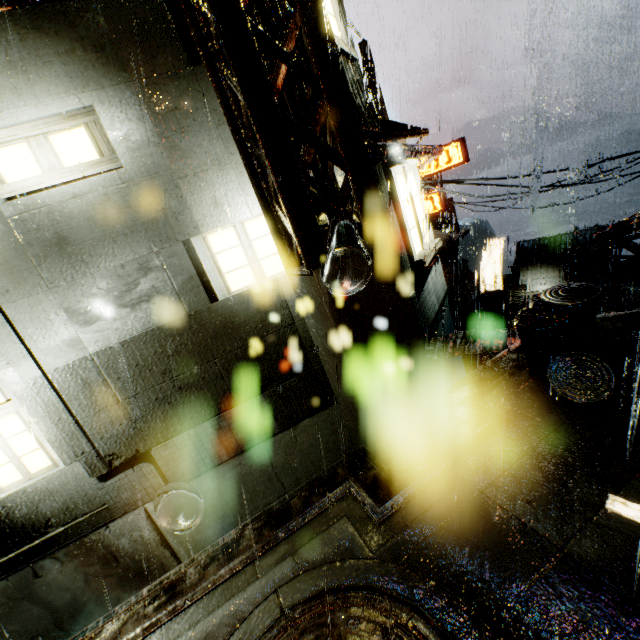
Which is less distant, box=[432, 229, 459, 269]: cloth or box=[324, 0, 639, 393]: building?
box=[324, 0, 639, 393]: building

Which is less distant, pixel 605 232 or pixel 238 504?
pixel 238 504

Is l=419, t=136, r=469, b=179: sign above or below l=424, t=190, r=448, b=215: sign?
above

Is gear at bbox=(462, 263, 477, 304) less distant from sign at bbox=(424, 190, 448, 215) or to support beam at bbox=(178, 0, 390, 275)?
sign at bbox=(424, 190, 448, 215)

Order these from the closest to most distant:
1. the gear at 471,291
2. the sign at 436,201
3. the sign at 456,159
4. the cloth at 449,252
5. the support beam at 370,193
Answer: the support beam at 370,193
the sign at 456,159
the cloth at 449,252
the sign at 436,201
the gear at 471,291

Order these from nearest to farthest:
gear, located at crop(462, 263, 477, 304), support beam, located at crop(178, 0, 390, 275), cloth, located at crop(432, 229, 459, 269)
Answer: support beam, located at crop(178, 0, 390, 275) < cloth, located at crop(432, 229, 459, 269) < gear, located at crop(462, 263, 477, 304)

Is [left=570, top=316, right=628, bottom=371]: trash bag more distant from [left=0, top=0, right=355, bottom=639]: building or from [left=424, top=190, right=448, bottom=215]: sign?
[left=424, top=190, right=448, bottom=215]: sign

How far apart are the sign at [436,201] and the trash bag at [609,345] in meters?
20.6 m
